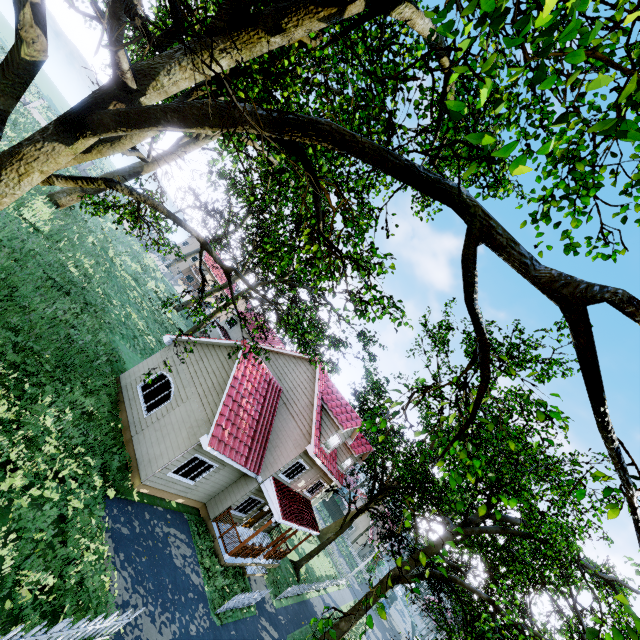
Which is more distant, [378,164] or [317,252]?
[317,252]

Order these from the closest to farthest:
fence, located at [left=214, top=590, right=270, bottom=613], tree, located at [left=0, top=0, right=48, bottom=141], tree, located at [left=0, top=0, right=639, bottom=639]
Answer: tree, located at [left=0, top=0, right=639, bottom=639]
tree, located at [left=0, top=0, right=48, bottom=141]
fence, located at [left=214, top=590, right=270, bottom=613]

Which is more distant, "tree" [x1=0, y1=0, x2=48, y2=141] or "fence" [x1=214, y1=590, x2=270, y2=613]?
"fence" [x1=214, y1=590, x2=270, y2=613]

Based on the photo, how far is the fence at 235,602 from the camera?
12.8m

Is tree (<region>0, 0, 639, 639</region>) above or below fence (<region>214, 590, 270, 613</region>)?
above

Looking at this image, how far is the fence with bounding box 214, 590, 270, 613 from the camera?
12.8 meters

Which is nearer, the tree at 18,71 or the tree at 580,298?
the tree at 580,298
